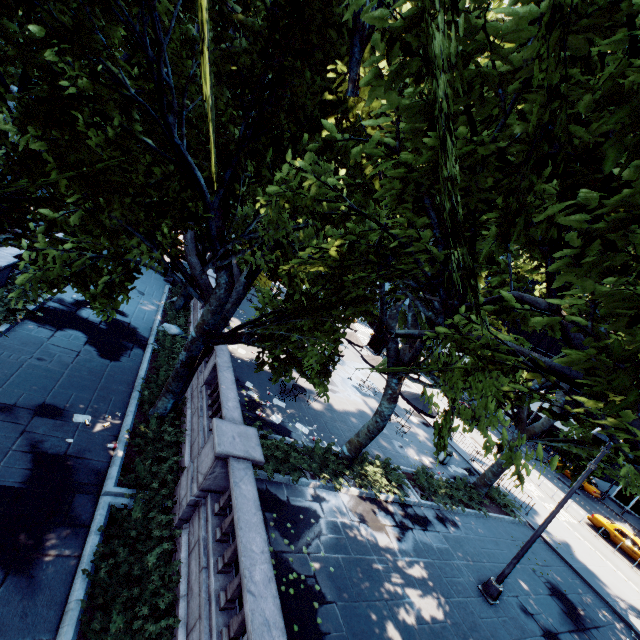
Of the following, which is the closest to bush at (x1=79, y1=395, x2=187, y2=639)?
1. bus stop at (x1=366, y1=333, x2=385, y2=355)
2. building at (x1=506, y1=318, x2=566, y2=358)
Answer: bus stop at (x1=366, y1=333, x2=385, y2=355)

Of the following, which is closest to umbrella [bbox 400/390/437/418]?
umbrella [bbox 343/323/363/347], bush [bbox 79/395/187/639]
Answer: umbrella [bbox 343/323/363/347]

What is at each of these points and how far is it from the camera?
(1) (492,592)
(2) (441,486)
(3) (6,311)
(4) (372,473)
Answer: (1) light, 11.3m
(2) bush, 16.5m
(3) bush, 13.5m
(4) bush, 14.1m

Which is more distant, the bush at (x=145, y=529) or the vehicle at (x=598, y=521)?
the vehicle at (x=598, y=521)

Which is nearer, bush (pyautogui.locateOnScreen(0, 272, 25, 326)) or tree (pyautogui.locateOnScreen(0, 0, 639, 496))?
tree (pyautogui.locateOnScreen(0, 0, 639, 496))

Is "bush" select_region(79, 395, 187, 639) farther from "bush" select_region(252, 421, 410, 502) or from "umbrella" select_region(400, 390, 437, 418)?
"umbrella" select_region(400, 390, 437, 418)

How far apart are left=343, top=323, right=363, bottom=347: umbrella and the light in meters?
19.8

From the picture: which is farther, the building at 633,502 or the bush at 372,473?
the building at 633,502
